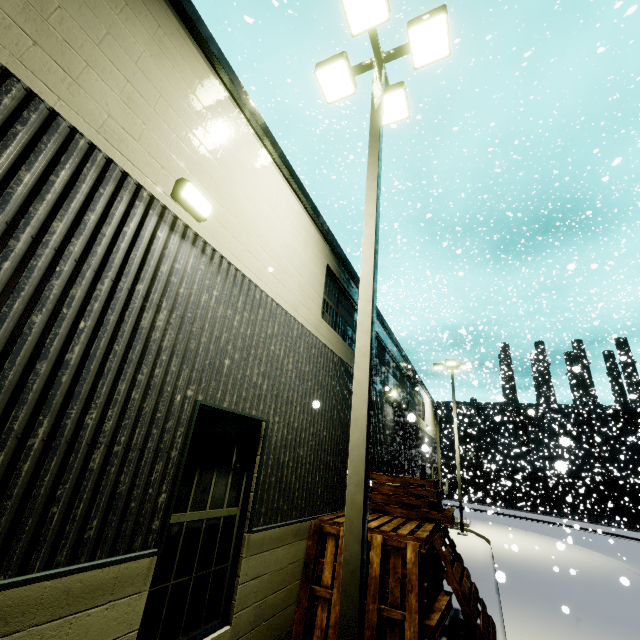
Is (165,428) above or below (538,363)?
below

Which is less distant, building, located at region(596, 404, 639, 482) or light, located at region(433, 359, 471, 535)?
light, located at region(433, 359, 471, 535)

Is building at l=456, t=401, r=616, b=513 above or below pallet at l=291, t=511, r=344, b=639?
above

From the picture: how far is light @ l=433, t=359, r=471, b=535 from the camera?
18.3m

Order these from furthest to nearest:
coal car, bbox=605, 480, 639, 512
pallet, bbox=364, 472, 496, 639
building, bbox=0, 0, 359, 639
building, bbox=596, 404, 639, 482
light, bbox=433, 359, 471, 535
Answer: building, bbox=596, 404, 639, 482
coal car, bbox=605, 480, 639, 512
light, bbox=433, 359, 471, 535
pallet, bbox=364, 472, 496, 639
building, bbox=0, 0, 359, 639

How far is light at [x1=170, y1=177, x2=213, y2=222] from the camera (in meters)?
3.74

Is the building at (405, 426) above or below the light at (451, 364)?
below

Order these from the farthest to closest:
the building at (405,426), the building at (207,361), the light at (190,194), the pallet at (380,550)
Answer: the building at (405,426) → the pallet at (380,550) → the light at (190,194) → the building at (207,361)
